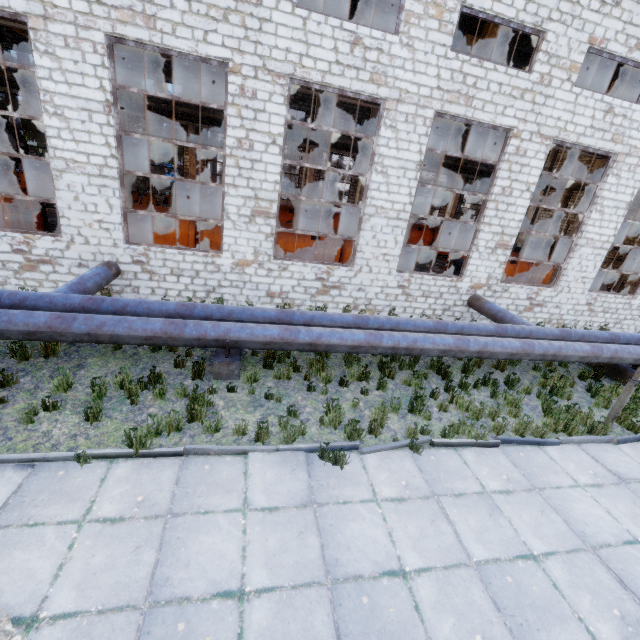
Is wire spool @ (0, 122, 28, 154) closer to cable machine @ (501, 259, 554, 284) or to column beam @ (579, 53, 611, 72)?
cable machine @ (501, 259, 554, 284)

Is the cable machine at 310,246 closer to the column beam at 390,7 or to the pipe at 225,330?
the pipe at 225,330

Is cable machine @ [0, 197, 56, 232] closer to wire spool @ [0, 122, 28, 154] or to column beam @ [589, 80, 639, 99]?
wire spool @ [0, 122, 28, 154]

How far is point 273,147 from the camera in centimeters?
942cm

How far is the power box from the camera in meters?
29.2

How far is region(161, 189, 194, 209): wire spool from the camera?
15.8m

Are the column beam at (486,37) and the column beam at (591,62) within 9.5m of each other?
yes

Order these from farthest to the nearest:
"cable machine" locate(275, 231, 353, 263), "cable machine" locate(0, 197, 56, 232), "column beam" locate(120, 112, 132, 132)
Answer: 1. "column beam" locate(120, 112, 132, 132)
2. "cable machine" locate(275, 231, 353, 263)
3. "cable machine" locate(0, 197, 56, 232)
